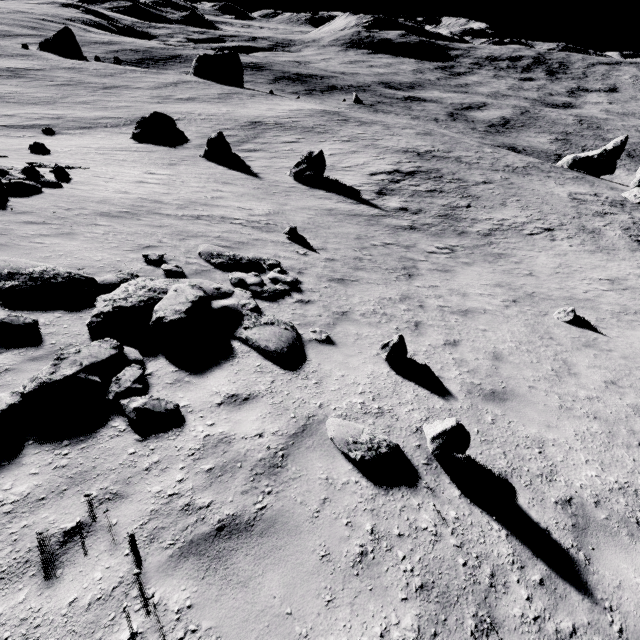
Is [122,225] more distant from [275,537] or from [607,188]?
[607,188]

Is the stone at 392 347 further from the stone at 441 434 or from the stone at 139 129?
the stone at 139 129

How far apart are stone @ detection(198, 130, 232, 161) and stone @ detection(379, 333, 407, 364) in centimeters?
2574cm

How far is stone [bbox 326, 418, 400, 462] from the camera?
4.51m

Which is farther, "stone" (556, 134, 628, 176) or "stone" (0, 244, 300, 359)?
"stone" (556, 134, 628, 176)

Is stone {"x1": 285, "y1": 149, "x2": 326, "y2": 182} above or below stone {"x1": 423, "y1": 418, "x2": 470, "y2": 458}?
below

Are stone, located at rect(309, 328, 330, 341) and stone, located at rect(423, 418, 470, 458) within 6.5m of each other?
yes

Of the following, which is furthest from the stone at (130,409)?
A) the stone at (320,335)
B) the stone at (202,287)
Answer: the stone at (320,335)
